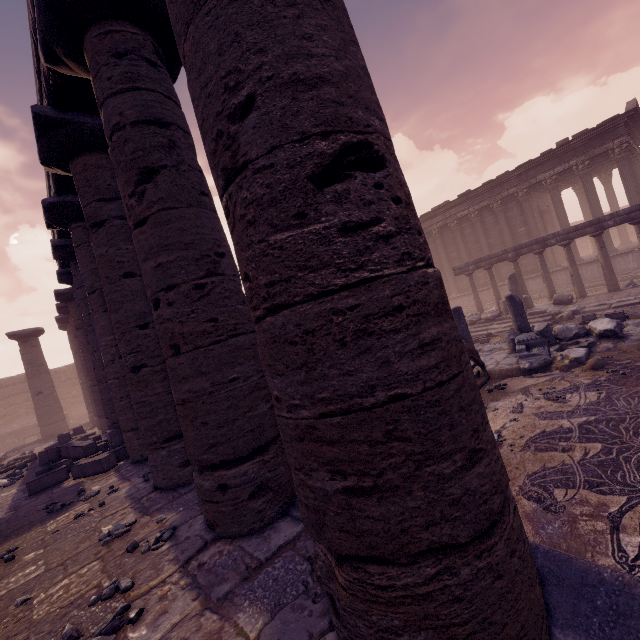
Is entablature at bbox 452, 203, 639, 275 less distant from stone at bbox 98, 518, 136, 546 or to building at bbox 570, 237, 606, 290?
building at bbox 570, 237, 606, 290

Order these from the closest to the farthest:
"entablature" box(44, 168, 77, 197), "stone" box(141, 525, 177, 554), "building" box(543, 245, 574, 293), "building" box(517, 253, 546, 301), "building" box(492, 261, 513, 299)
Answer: "stone" box(141, 525, 177, 554) → "entablature" box(44, 168, 77, 197) → "building" box(543, 245, 574, 293) → "building" box(517, 253, 546, 301) → "building" box(492, 261, 513, 299)

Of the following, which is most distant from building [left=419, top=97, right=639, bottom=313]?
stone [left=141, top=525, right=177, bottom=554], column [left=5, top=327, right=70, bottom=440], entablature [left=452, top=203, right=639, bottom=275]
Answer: column [left=5, top=327, right=70, bottom=440]

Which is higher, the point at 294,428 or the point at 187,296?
the point at 187,296

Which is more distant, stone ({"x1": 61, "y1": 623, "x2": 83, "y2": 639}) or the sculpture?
the sculpture

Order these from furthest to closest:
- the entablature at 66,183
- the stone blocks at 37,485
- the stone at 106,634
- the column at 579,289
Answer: the column at 579,289
the stone blocks at 37,485
the entablature at 66,183
the stone at 106,634

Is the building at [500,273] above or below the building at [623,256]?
above

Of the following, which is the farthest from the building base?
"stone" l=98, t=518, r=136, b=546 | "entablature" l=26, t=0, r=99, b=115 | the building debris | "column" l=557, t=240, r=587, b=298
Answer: "column" l=557, t=240, r=587, b=298
